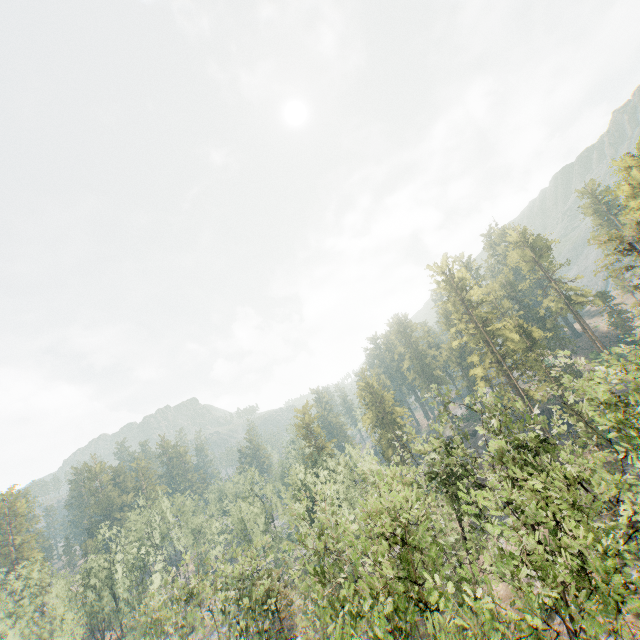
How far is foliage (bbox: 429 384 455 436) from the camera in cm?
2850

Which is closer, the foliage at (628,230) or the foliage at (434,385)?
the foliage at (434,385)

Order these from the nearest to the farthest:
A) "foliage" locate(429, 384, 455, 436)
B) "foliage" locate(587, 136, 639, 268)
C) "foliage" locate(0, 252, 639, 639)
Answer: "foliage" locate(0, 252, 639, 639)
"foliage" locate(429, 384, 455, 436)
"foliage" locate(587, 136, 639, 268)

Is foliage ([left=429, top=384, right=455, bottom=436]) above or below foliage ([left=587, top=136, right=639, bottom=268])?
below

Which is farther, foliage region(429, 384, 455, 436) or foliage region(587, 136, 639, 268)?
foliage region(587, 136, 639, 268)

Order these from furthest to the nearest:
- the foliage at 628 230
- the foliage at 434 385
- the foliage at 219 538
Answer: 1. the foliage at 628 230
2. the foliage at 434 385
3. the foliage at 219 538

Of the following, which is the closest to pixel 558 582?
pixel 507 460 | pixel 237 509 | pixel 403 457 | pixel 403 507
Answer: pixel 507 460
